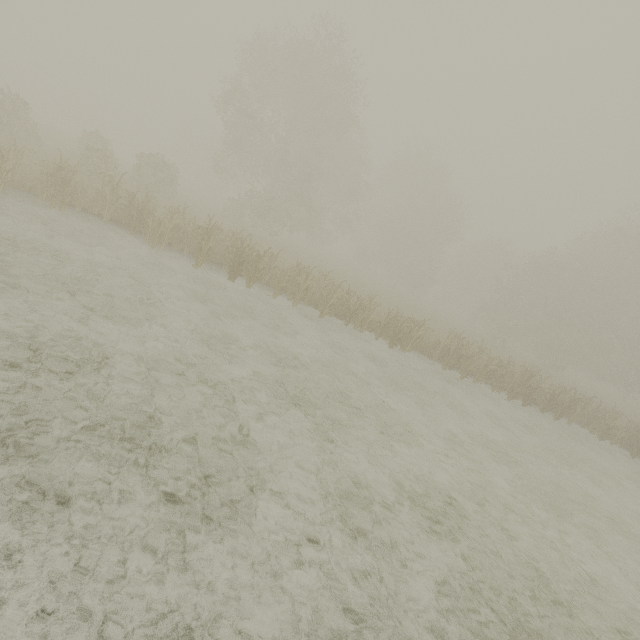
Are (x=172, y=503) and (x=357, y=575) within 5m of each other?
yes
